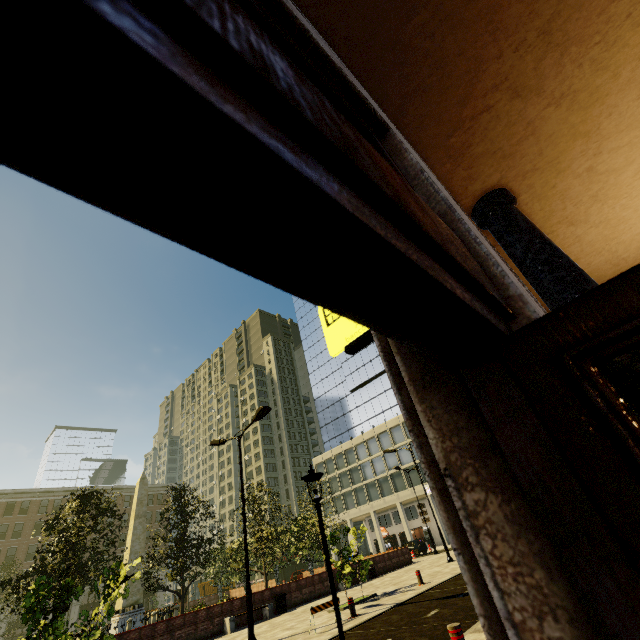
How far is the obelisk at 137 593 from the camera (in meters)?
24.23

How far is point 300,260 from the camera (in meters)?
0.38

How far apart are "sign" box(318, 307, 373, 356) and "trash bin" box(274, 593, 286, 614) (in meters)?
21.97

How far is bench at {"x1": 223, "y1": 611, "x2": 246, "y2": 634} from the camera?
15.9m

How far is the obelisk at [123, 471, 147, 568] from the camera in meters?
27.1

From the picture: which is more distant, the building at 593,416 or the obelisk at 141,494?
the obelisk at 141,494

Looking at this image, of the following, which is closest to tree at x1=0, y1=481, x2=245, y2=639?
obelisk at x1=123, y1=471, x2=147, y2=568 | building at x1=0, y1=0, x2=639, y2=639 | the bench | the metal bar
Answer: obelisk at x1=123, y1=471, x2=147, y2=568

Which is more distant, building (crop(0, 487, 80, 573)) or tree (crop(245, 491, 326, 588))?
building (crop(0, 487, 80, 573))
